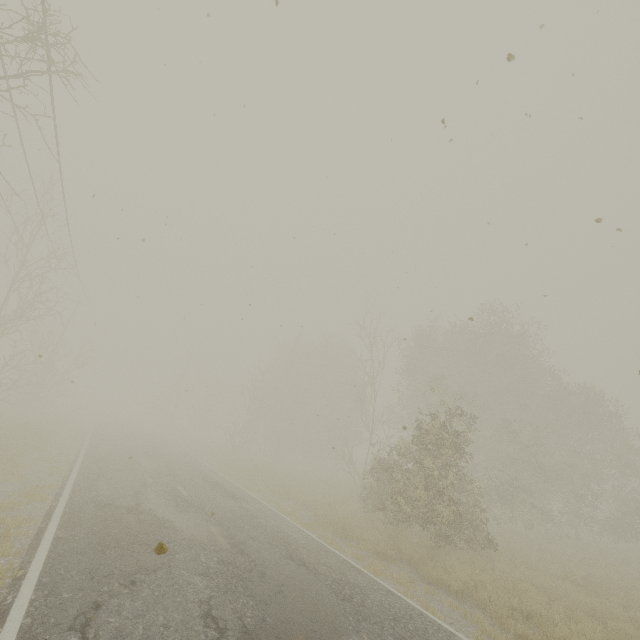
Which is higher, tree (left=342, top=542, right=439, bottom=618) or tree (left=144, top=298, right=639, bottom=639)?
tree (left=144, top=298, right=639, bottom=639)

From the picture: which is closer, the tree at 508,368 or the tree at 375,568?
the tree at 375,568

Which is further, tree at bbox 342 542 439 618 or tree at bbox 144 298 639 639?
tree at bbox 144 298 639 639

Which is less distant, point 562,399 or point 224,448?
point 562,399

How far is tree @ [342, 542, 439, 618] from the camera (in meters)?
7.49

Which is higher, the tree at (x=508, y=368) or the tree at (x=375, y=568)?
the tree at (x=508, y=368)
